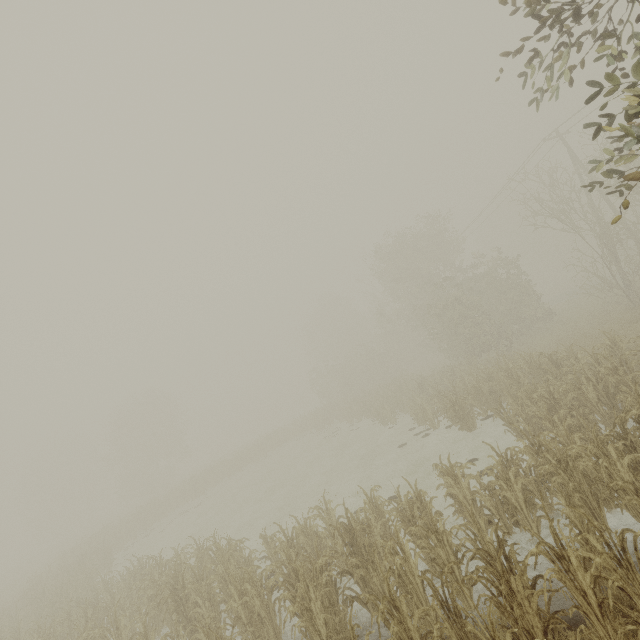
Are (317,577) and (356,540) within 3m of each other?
yes
